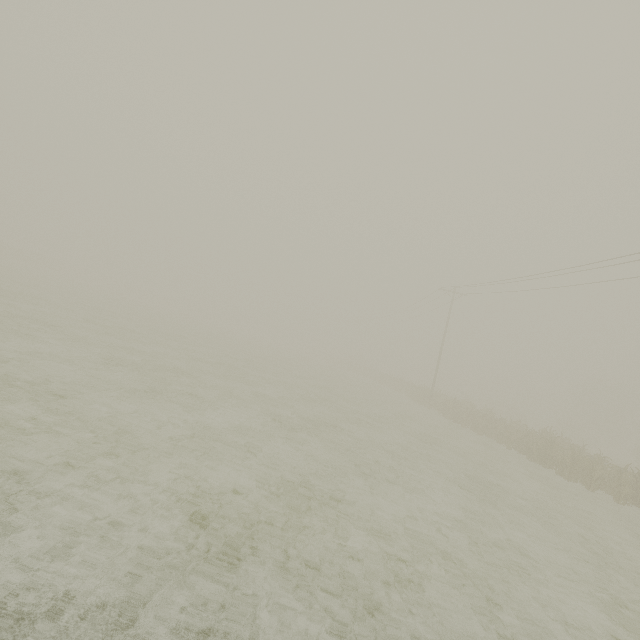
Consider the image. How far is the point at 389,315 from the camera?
50.3m
